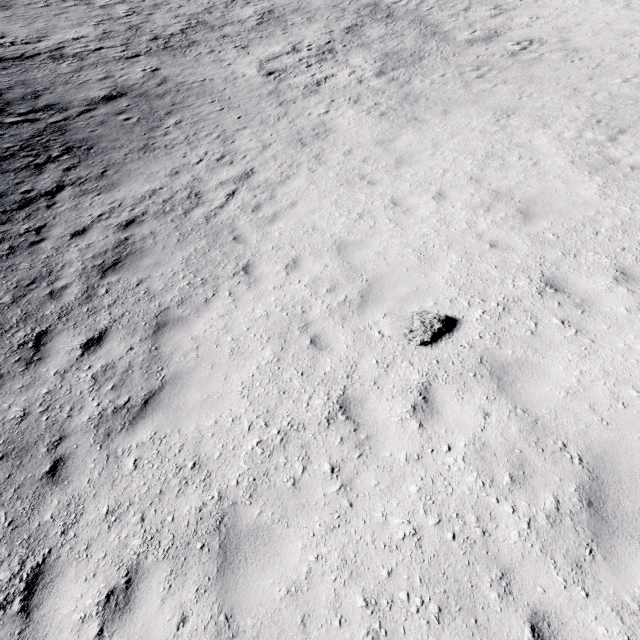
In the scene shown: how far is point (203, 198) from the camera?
9.7m

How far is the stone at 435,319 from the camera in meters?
5.2 m

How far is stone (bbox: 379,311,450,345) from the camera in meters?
5.2 m
